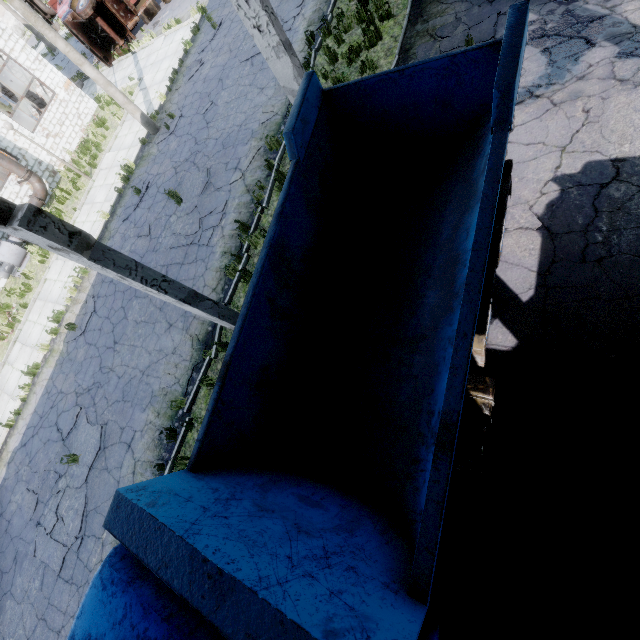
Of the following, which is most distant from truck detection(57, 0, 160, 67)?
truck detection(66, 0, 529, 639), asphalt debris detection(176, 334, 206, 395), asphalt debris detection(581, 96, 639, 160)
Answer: asphalt debris detection(581, 96, 639, 160)

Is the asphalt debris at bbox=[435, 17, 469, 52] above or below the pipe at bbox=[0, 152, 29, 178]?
below

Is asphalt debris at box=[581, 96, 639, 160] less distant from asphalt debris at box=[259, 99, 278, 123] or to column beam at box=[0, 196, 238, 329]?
column beam at box=[0, 196, 238, 329]

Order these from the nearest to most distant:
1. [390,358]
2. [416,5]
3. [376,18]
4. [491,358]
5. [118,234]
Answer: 1. [390,358]
2. [491,358]
3. [416,5]
4. [376,18]
5. [118,234]

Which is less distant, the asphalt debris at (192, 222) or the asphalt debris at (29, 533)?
the asphalt debris at (29, 533)

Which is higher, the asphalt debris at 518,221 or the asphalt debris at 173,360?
the asphalt debris at 173,360

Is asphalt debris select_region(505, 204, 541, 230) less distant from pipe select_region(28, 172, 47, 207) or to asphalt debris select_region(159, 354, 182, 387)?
asphalt debris select_region(159, 354, 182, 387)

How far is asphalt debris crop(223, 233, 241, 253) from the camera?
9.20m
